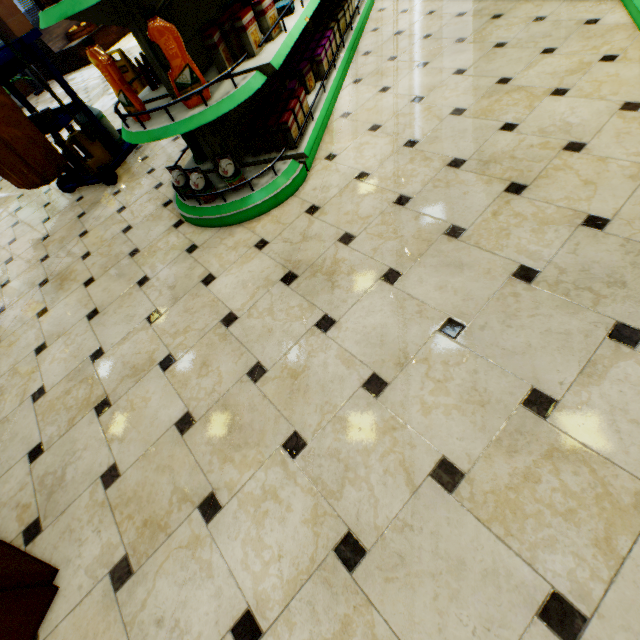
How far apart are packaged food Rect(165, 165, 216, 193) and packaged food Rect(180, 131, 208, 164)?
0.5m

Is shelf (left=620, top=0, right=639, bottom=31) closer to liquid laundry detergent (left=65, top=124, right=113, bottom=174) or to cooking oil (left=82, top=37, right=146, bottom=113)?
cooking oil (left=82, top=37, right=146, bottom=113)

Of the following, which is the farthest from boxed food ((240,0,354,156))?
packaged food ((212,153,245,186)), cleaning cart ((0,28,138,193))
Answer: cleaning cart ((0,28,138,193))

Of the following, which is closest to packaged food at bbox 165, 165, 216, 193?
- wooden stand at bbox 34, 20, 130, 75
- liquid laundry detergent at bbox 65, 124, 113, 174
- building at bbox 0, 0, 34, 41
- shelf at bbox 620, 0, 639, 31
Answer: building at bbox 0, 0, 34, 41

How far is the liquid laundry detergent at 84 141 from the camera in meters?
3.4

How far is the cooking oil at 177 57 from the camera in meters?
1.7

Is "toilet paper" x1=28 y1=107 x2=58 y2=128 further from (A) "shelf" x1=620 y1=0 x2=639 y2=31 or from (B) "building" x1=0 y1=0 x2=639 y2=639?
(A) "shelf" x1=620 y1=0 x2=639 y2=31

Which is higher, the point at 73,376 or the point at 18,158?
the point at 18,158
